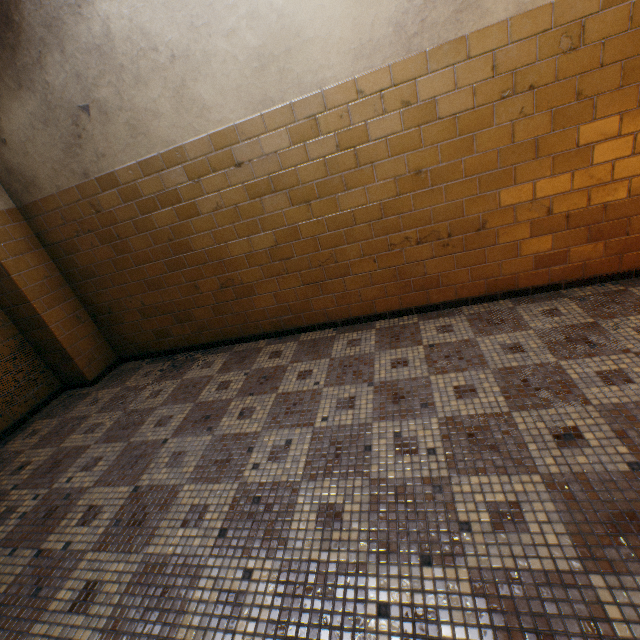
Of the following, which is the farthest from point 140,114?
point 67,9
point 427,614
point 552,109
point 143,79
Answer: point 427,614
